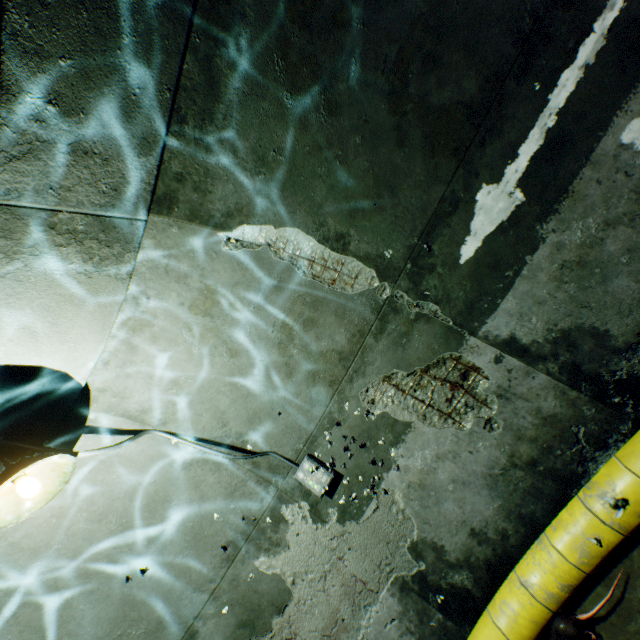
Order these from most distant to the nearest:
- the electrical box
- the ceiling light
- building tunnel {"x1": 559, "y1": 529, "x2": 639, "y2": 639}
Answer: the electrical box
building tunnel {"x1": 559, "y1": 529, "x2": 639, "y2": 639}
the ceiling light

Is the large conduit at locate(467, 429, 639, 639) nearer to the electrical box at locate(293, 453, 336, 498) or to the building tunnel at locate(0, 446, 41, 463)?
the building tunnel at locate(0, 446, 41, 463)

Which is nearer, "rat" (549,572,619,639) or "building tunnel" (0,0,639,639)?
"building tunnel" (0,0,639,639)

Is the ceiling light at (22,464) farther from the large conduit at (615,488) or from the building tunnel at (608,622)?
the large conduit at (615,488)

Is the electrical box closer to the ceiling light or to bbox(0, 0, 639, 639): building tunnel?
bbox(0, 0, 639, 639): building tunnel

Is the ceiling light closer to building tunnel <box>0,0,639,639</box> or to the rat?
building tunnel <box>0,0,639,639</box>

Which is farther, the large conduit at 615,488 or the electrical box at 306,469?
the electrical box at 306,469

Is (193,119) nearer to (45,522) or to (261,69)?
(261,69)
